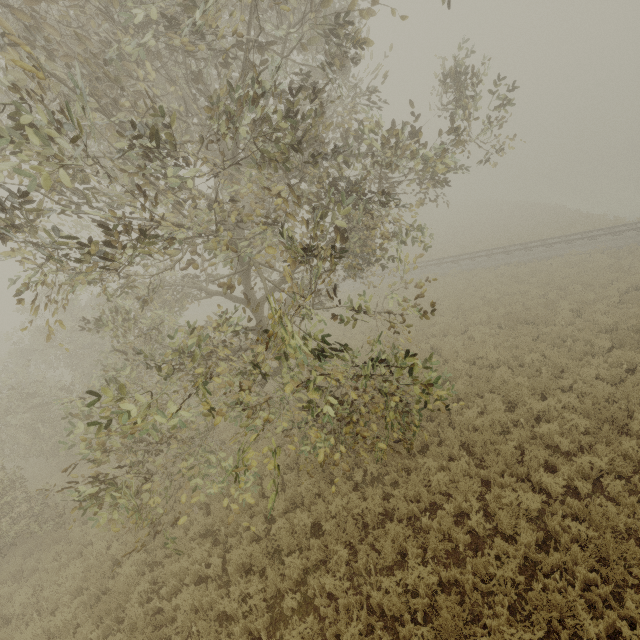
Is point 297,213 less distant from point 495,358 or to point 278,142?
point 278,142
